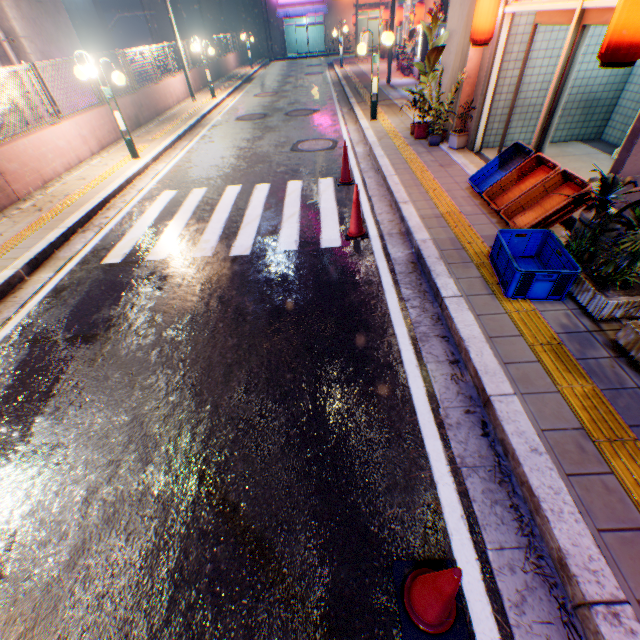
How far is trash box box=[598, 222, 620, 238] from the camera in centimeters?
362cm

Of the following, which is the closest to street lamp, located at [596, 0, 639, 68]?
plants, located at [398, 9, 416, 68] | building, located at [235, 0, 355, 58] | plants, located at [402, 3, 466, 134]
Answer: plants, located at [402, 3, 466, 134]

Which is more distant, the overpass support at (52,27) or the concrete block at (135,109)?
the concrete block at (135,109)

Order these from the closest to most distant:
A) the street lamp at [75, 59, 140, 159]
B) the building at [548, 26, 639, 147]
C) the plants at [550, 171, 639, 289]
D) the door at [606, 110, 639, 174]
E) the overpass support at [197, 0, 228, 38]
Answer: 1. the plants at [550, 171, 639, 289]
2. the door at [606, 110, 639, 174]
3. the building at [548, 26, 639, 147]
4. the street lamp at [75, 59, 140, 159]
5. the overpass support at [197, 0, 228, 38]

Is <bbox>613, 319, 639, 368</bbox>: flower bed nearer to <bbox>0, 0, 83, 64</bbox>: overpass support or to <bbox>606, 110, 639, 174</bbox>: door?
<bbox>606, 110, 639, 174</bbox>: door

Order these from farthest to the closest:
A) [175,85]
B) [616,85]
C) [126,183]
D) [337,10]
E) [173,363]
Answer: [337,10] < [175,85] < [126,183] < [616,85] < [173,363]

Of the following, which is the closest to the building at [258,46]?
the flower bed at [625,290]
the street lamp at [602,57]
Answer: the street lamp at [602,57]

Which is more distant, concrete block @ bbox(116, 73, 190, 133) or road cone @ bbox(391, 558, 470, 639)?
concrete block @ bbox(116, 73, 190, 133)
